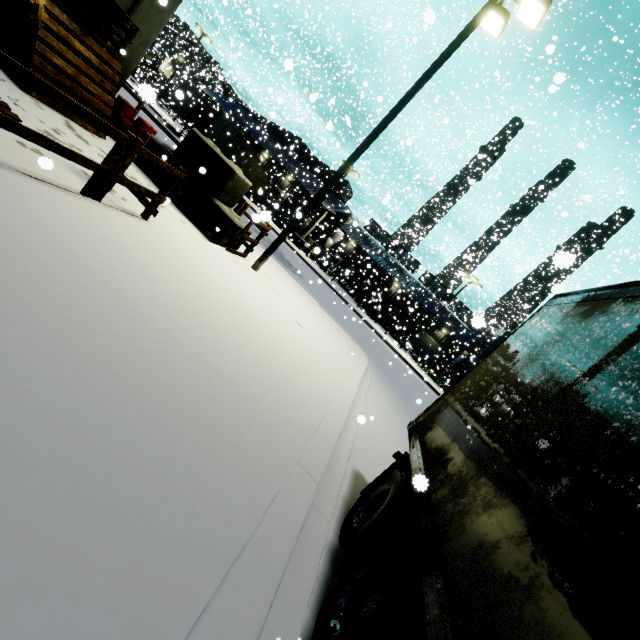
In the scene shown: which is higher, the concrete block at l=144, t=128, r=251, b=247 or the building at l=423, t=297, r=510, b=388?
the building at l=423, t=297, r=510, b=388

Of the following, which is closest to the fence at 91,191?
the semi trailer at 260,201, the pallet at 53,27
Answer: the pallet at 53,27

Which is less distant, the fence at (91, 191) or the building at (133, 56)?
the fence at (91, 191)

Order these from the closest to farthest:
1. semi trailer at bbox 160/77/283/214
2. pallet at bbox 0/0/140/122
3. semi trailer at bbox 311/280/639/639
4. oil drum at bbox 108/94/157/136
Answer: semi trailer at bbox 311/280/639/639 → pallet at bbox 0/0/140/122 → oil drum at bbox 108/94/157/136 → semi trailer at bbox 160/77/283/214

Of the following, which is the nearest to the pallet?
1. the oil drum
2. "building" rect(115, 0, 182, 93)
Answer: "building" rect(115, 0, 182, 93)

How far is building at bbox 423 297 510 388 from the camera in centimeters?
3769cm

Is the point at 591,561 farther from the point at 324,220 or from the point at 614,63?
the point at 614,63

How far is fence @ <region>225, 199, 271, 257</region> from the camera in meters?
8.8 m
